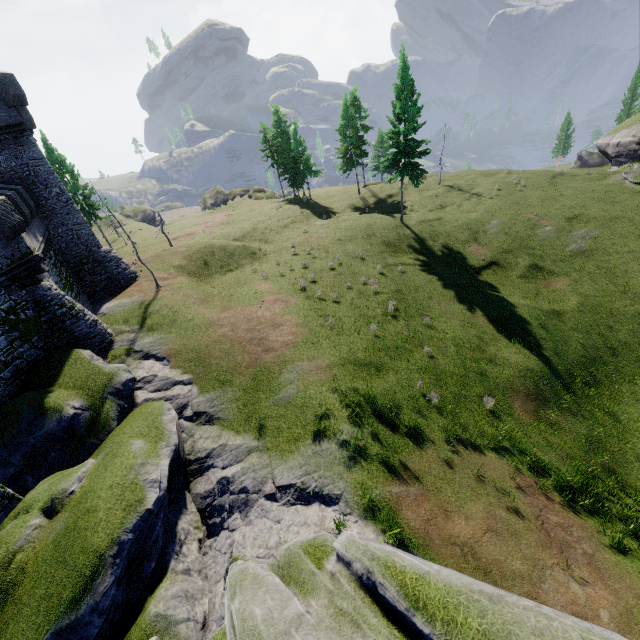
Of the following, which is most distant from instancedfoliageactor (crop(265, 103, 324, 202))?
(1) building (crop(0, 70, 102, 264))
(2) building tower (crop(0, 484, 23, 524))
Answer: (2) building tower (crop(0, 484, 23, 524))

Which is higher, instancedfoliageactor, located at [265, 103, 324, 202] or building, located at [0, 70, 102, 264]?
building, located at [0, 70, 102, 264]

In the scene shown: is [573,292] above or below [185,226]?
below

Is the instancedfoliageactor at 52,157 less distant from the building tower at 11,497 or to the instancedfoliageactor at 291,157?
the instancedfoliageactor at 291,157

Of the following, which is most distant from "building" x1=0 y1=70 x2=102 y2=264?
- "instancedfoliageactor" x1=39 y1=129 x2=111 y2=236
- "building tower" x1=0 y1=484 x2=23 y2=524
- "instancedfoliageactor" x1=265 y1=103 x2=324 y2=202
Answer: "instancedfoliageactor" x1=265 y1=103 x2=324 y2=202

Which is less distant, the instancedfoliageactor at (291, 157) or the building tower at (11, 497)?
the building tower at (11, 497)

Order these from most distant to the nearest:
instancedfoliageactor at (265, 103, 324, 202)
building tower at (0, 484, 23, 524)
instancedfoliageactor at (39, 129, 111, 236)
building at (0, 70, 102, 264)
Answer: instancedfoliageactor at (265, 103, 324, 202)
instancedfoliageactor at (39, 129, 111, 236)
building at (0, 70, 102, 264)
building tower at (0, 484, 23, 524)

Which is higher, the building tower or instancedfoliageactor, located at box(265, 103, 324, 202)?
instancedfoliageactor, located at box(265, 103, 324, 202)
